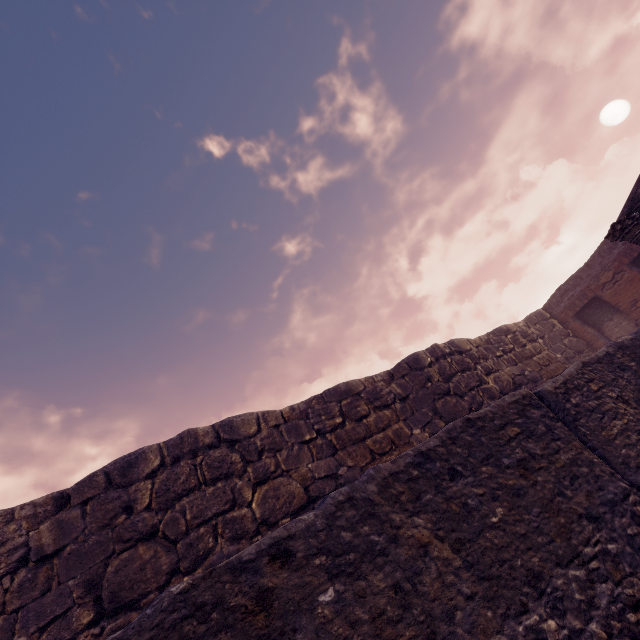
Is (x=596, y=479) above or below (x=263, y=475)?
below
